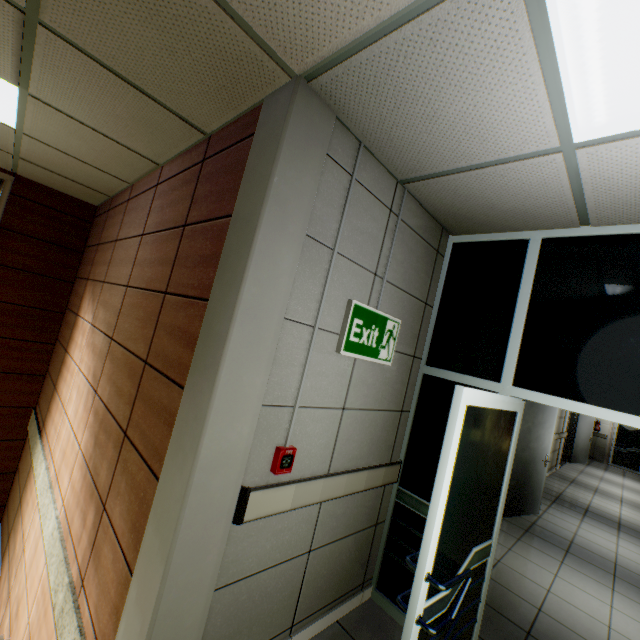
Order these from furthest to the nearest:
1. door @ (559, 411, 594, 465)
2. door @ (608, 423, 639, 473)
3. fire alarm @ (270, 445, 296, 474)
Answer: door @ (608, 423, 639, 473) → door @ (559, 411, 594, 465) → fire alarm @ (270, 445, 296, 474)

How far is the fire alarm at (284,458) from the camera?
1.80m

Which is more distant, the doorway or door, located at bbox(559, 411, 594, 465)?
door, located at bbox(559, 411, 594, 465)

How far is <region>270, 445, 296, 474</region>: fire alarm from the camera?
1.8m

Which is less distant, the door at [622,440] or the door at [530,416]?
the door at [530,416]

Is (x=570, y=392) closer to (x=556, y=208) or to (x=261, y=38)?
(x=556, y=208)

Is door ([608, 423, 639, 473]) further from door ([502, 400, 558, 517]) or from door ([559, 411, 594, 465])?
door ([502, 400, 558, 517])

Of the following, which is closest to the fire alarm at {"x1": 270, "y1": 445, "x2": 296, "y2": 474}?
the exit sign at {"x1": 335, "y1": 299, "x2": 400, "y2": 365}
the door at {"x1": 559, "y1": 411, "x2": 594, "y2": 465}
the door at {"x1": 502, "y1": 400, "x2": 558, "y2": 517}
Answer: the exit sign at {"x1": 335, "y1": 299, "x2": 400, "y2": 365}
